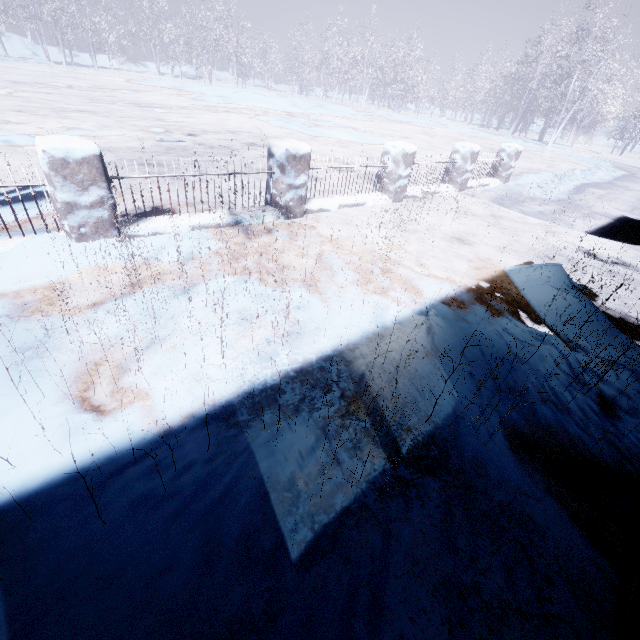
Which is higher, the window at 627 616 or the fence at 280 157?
the fence at 280 157

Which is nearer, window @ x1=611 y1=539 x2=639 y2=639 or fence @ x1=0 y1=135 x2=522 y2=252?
window @ x1=611 y1=539 x2=639 y2=639

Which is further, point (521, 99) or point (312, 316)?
point (521, 99)

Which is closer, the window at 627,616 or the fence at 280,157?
the window at 627,616

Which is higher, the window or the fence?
the fence
